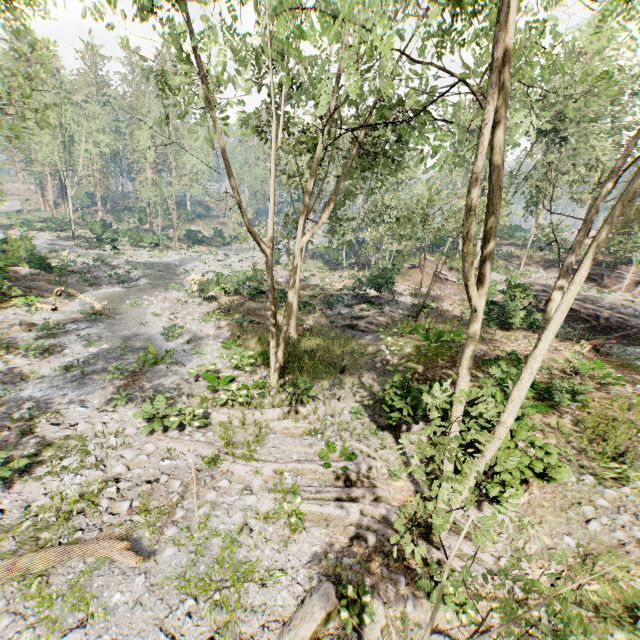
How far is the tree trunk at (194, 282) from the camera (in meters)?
24.83

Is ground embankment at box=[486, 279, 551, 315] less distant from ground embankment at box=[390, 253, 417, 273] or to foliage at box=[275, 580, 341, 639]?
foliage at box=[275, 580, 341, 639]

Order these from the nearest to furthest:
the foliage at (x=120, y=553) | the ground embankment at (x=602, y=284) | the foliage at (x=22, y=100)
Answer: the foliage at (x=120, y=553) < the foliage at (x=22, y=100) < the ground embankment at (x=602, y=284)

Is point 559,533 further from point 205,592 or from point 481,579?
point 205,592

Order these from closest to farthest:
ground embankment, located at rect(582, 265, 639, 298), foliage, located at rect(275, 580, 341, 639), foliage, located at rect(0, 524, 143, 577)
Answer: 1. foliage, located at rect(275, 580, 341, 639)
2. foliage, located at rect(0, 524, 143, 577)
3. ground embankment, located at rect(582, 265, 639, 298)

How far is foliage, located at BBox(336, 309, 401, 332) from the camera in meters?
21.5

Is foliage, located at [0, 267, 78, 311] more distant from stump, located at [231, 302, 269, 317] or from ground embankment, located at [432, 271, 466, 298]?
stump, located at [231, 302, 269, 317]

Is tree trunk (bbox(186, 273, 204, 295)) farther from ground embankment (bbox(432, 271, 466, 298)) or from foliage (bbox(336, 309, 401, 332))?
ground embankment (bbox(432, 271, 466, 298))
